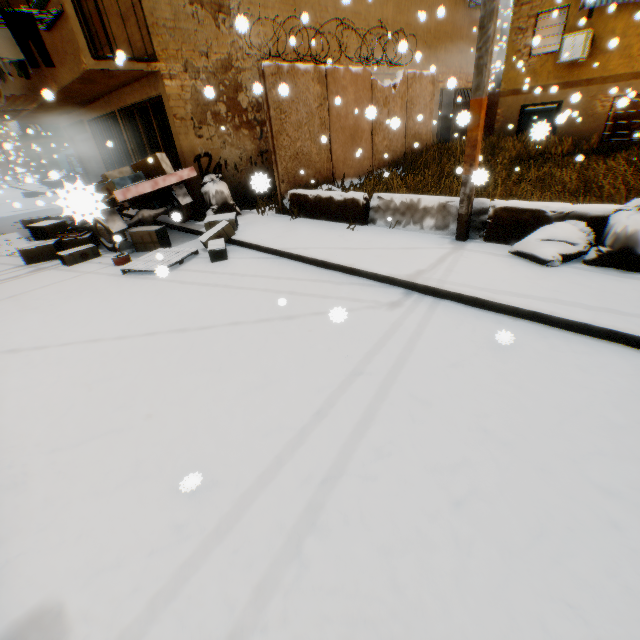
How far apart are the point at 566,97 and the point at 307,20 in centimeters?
1215cm

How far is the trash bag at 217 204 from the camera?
8.5 meters

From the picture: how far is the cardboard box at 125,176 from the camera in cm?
138

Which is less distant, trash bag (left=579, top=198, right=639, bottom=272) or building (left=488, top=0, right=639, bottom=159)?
trash bag (left=579, top=198, right=639, bottom=272)

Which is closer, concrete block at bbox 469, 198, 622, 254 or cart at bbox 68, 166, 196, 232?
concrete block at bbox 469, 198, 622, 254

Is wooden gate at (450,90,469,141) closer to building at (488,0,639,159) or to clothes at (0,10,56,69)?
building at (488,0,639,159)

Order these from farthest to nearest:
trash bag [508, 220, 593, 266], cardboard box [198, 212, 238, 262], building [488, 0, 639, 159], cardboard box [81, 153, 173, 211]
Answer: building [488, 0, 639, 159], cardboard box [198, 212, 238, 262], trash bag [508, 220, 593, 266], cardboard box [81, 153, 173, 211]

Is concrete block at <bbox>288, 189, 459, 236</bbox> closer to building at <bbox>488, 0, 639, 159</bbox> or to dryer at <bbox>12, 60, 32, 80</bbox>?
building at <bbox>488, 0, 639, 159</bbox>
